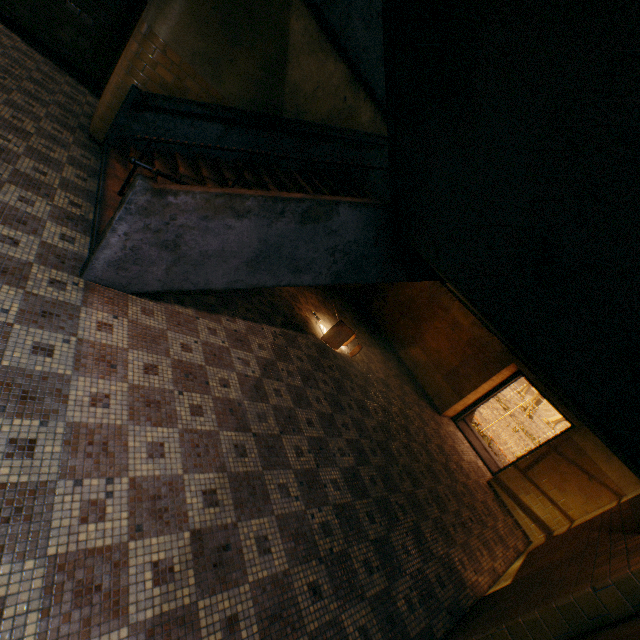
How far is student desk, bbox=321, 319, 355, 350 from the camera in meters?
6.2

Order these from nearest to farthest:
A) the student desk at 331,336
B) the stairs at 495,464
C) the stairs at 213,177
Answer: the stairs at 213,177
the student desk at 331,336
the stairs at 495,464

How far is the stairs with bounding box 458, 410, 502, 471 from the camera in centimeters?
883cm

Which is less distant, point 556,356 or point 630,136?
point 630,136

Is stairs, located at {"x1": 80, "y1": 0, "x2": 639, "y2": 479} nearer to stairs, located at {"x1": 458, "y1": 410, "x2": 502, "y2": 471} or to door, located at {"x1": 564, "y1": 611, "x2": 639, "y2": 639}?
door, located at {"x1": 564, "y1": 611, "x2": 639, "y2": 639}

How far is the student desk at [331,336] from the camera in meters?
6.2 m

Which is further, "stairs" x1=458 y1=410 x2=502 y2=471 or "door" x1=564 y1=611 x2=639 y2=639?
"stairs" x1=458 y1=410 x2=502 y2=471

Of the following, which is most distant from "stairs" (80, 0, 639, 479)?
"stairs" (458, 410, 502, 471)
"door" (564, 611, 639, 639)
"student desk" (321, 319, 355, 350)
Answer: "stairs" (458, 410, 502, 471)
